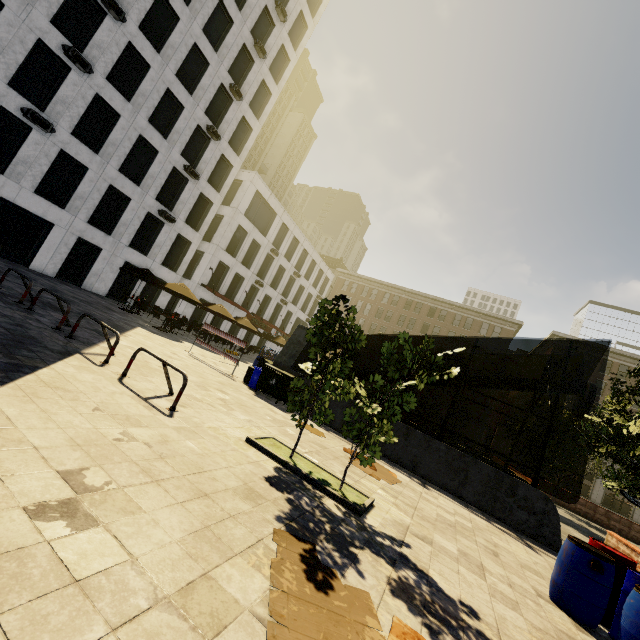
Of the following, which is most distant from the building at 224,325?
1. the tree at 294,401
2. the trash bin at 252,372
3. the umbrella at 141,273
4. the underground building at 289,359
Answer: the tree at 294,401

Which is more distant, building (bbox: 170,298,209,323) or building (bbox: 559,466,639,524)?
building (bbox: 559,466,639,524)

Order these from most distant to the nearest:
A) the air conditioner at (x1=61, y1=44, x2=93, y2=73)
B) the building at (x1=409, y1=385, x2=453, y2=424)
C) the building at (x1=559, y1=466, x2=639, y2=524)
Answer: the building at (x1=409, y1=385, x2=453, y2=424)
the building at (x1=559, y1=466, x2=639, y2=524)
the air conditioner at (x1=61, y1=44, x2=93, y2=73)

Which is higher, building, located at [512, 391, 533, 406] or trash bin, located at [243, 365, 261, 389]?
building, located at [512, 391, 533, 406]

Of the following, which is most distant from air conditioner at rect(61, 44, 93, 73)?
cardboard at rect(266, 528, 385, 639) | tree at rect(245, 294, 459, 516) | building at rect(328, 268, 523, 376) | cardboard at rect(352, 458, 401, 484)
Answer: building at rect(328, 268, 523, 376)

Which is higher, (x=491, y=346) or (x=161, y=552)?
(x=491, y=346)

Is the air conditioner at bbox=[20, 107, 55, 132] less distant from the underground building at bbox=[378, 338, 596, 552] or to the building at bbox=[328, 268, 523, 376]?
the underground building at bbox=[378, 338, 596, 552]

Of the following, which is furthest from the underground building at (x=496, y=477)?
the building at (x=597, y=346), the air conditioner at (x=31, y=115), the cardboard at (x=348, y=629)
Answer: the building at (x=597, y=346)
